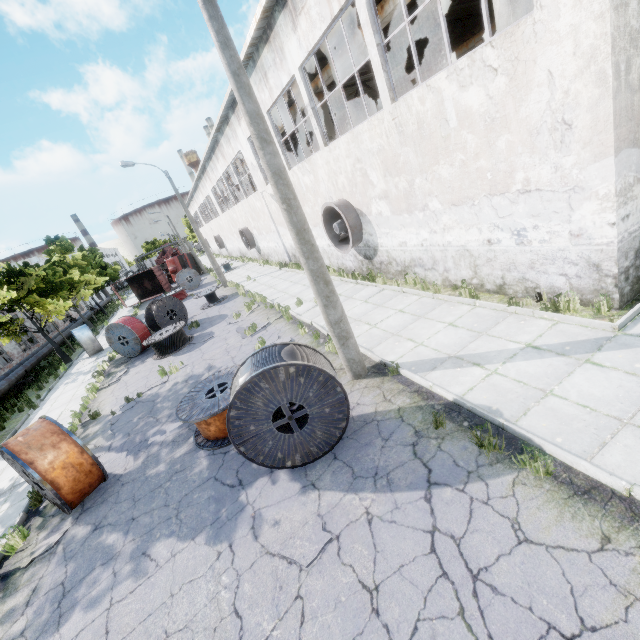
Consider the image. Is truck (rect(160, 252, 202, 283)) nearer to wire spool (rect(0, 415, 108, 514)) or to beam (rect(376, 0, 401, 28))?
beam (rect(376, 0, 401, 28))

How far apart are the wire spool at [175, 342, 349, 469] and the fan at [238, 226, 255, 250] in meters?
24.1 m

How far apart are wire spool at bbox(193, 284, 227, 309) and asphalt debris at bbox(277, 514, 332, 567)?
17.83m

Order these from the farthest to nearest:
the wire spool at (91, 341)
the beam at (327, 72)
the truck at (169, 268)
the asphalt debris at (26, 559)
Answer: the truck at (169, 268) → the wire spool at (91, 341) → the beam at (327, 72) → the asphalt debris at (26, 559)

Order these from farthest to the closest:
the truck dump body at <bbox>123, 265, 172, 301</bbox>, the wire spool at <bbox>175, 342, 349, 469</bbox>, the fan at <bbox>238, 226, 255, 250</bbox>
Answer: the truck dump body at <bbox>123, 265, 172, 301</bbox> → the fan at <bbox>238, 226, 255, 250</bbox> → the wire spool at <bbox>175, 342, 349, 469</bbox>

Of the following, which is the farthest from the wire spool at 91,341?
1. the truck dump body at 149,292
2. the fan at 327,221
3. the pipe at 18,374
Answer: the fan at 327,221

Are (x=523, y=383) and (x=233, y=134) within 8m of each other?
no

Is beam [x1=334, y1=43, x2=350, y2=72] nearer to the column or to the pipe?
the column
